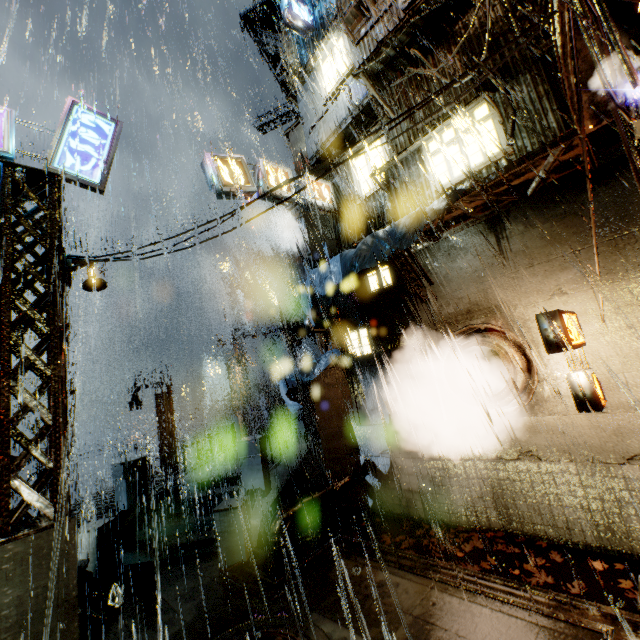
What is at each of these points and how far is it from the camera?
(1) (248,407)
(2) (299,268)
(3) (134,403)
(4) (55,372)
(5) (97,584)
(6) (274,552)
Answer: (1) building, 27.5m
(2) building vent, 20.9m
(3) street light, 22.4m
(4) support beam, 6.2m
(5) trash bag, 8.2m
(6) pipe, 8.3m

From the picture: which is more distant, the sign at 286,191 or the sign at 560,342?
the sign at 286,191

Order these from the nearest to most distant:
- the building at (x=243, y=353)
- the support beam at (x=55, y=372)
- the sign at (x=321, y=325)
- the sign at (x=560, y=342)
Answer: the support beam at (x=55, y=372)
the sign at (x=560, y=342)
the sign at (x=321, y=325)
the building at (x=243, y=353)

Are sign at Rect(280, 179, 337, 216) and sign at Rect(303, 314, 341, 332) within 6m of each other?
yes

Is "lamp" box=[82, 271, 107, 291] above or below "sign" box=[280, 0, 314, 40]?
below

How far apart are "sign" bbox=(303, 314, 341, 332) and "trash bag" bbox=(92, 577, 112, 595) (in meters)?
8.88

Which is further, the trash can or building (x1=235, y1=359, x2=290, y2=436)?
building (x1=235, y1=359, x2=290, y2=436)

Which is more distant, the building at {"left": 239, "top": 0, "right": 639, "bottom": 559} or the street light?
the street light
